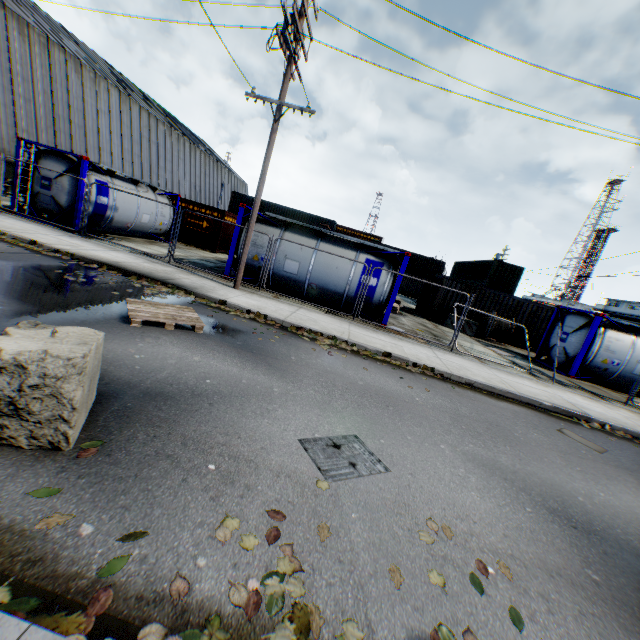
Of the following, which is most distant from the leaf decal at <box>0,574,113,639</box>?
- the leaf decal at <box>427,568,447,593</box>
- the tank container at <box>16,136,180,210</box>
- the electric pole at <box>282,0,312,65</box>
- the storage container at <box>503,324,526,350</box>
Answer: the storage container at <box>503,324,526,350</box>

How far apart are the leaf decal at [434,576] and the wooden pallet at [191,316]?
5.5 meters

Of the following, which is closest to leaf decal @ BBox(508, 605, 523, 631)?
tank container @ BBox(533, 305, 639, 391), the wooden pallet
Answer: the wooden pallet

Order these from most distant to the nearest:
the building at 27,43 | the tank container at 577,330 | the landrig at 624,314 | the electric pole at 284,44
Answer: the landrig at 624,314 < the building at 27,43 < the tank container at 577,330 < the electric pole at 284,44

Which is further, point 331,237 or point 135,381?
point 331,237

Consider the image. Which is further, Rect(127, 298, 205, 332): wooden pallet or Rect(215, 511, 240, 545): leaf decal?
Rect(127, 298, 205, 332): wooden pallet

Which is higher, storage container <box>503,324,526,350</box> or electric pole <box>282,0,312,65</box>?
electric pole <box>282,0,312,65</box>
